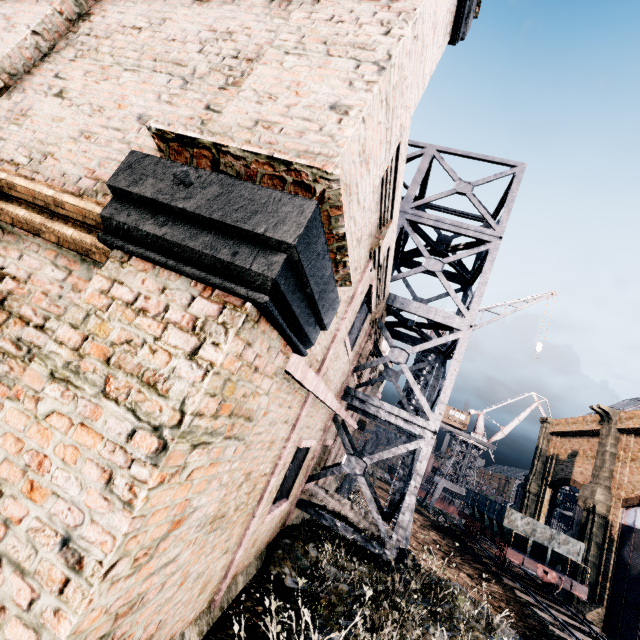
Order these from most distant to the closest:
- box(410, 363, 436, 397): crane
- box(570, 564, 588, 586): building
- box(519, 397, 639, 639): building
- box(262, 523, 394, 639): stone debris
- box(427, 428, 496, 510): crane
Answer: box(427, 428, 496, 510): crane < box(570, 564, 588, 586): building < box(519, 397, 639, 639): building < box(410, 363, 436, 397): crane < box(262, 523, 394, 639): stone debris

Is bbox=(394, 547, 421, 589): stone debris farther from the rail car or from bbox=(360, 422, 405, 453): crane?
the rail car

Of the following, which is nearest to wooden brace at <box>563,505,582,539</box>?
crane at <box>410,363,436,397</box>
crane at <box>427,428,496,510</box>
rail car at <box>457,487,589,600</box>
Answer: rail car at <box>457,487,589,600</box>

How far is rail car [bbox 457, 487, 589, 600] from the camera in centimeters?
2080cm

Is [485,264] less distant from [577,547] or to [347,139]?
[347,139]

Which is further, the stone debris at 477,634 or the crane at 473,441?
the crane at 473,441

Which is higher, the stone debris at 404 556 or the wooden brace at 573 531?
the wooden brace at 573 531

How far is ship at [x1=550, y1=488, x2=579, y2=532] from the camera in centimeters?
4692cm
